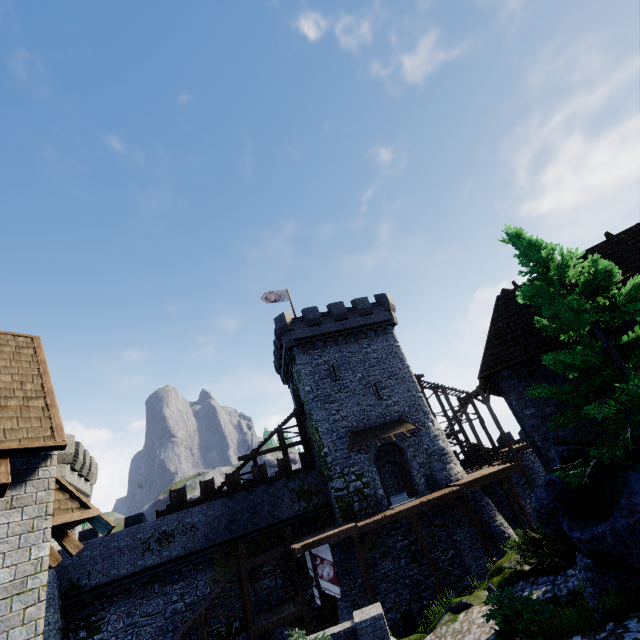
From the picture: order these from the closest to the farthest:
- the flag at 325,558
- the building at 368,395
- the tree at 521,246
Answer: the tree at 521,246 → the flag at 325,558 → the building at 368,395

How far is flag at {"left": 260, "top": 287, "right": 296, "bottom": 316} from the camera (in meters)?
31.56

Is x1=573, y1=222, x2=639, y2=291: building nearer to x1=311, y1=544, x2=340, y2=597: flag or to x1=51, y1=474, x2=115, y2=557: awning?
x1=51, y1=474, x2=115, y2=557: awning

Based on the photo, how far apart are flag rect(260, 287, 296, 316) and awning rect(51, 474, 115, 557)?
24.2m

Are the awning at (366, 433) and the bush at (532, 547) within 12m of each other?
yes

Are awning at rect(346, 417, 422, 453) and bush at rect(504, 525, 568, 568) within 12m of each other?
yes

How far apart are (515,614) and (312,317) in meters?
22.9 m

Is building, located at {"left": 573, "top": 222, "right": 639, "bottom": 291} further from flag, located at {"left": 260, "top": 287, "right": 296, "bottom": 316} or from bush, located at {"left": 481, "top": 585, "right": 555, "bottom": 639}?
flag, located at {"left": 260, "top": 287, "right": 296, "bottom": 316}
